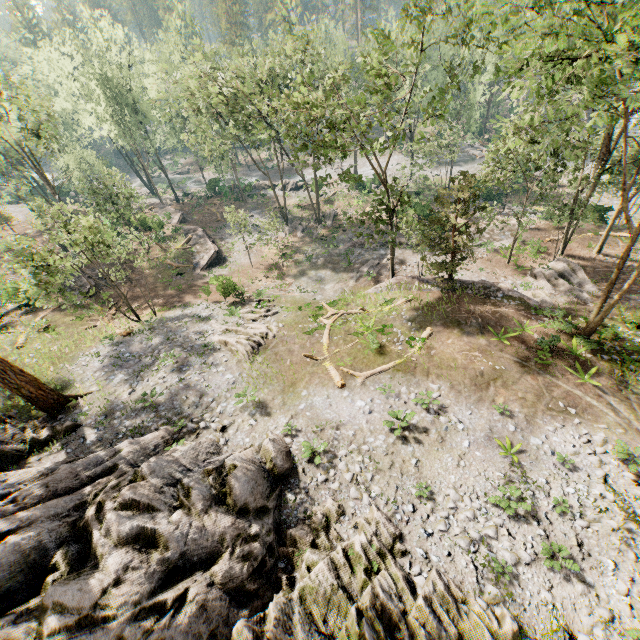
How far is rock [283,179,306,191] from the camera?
51.5m

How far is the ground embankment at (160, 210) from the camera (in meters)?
43.78

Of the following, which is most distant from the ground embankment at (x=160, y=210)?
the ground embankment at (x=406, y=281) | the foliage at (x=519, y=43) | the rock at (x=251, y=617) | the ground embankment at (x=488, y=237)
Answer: the rock at (x=251, y=617)

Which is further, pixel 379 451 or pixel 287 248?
pixel 287 248

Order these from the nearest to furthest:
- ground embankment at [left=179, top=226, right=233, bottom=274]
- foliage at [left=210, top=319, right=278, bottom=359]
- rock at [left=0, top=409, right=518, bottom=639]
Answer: rock at [left=0, top=409, right=518, bottom=639] → foliage at [left=210, top=319, right=278, bottom=359] → ground embankment at [left=179, top=226, right=233, bottom=274]

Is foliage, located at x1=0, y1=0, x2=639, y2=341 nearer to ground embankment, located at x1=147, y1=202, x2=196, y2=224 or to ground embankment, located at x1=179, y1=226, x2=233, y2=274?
ground embankment, located at x1=147, y1=202, x2=196, y2=224

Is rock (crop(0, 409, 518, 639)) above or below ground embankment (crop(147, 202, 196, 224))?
above

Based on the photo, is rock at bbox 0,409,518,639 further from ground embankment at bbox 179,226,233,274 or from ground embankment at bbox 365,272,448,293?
ground embankment at bbox 179,226,233,274
